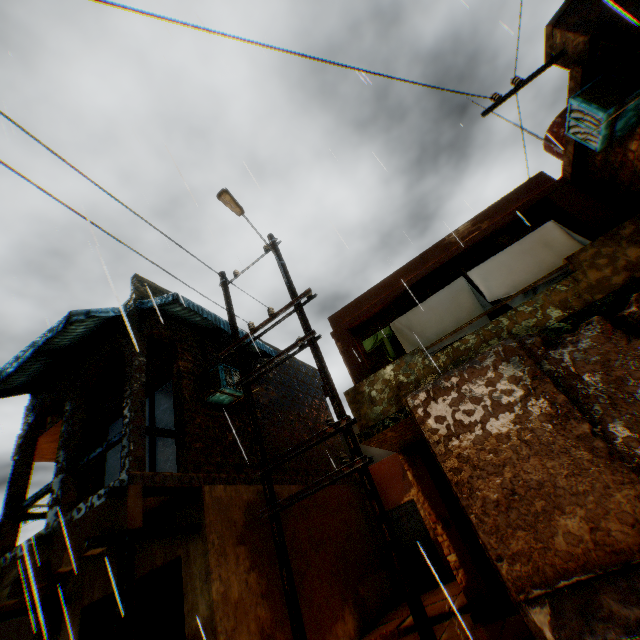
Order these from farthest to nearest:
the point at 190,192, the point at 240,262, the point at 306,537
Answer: the point at 240,262, the point at 306,537, the point at 190,192

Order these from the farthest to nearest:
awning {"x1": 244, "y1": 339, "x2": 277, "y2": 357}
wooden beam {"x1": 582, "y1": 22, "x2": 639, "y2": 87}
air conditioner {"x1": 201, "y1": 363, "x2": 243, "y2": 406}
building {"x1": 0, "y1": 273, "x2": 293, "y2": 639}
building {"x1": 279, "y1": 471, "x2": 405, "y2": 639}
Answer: awning {"x1": 244, "y1": 339, "x2": 277, "y2": 357} → air conditioner {"x1": 201, "y1": 363, "x2": 243, "y2": 406} → building {"x1": 279, "y1": 471, "x2": 405, "y2": 639} → building {"x1": 0, "y1": 273, "x2": 293, "y2": 639} → wooden beam {"x1": 582, "y1": 22, "x2": 639, "y2": 87}

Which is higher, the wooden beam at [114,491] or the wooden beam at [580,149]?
the wooden beam at [580,149]

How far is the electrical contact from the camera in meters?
6.3

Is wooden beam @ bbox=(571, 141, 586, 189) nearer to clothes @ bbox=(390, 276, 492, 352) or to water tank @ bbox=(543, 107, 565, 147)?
clothes @ bbox=(390, 276, 492, 352)

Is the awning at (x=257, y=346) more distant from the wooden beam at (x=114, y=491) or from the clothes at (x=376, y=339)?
the clothes at (x=376, y=339)

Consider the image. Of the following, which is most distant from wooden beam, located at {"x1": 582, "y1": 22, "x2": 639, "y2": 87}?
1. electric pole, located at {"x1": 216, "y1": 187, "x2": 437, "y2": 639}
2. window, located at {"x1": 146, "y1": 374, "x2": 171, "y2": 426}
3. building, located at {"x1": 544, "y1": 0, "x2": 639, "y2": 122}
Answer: electric pole, located at {"x1": 216, "y1": 187, "x2": 437, "y2": 639}

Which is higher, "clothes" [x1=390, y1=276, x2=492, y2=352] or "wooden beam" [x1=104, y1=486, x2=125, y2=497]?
"clothes" [x1=390, y1=276, x2=492, y2=352]
